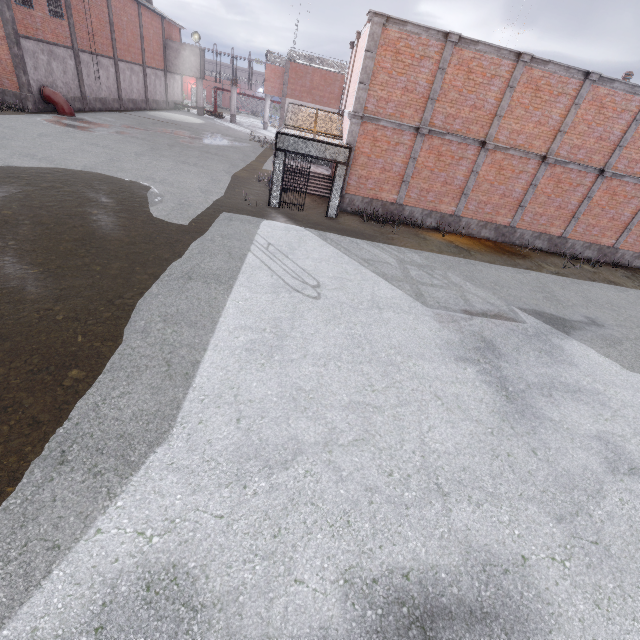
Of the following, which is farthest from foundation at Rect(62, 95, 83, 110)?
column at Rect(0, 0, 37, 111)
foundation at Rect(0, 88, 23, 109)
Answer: foundation at Rect(0, 88, 23, 109)

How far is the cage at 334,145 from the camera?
12.7m

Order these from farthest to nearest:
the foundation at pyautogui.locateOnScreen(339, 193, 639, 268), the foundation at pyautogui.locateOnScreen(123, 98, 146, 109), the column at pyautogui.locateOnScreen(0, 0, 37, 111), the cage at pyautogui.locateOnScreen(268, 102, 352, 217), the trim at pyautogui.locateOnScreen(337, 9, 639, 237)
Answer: the foundation at pyautogui.locateOnScreen(123, 98, 146, 109), the column at pyautogui.locateOnScreen(0, 0, 37, 111), the foundation at pyautogui.locateOnScreen(339, 193, 639, 268), the cage at pyautogui.locateOnScreen(268, 102, 352, 217), the trim at pyautogui.locateOnScreen(337, 9, 639, 237)

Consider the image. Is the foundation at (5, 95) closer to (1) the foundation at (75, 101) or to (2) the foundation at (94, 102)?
(1) the foundation at (75, 101)

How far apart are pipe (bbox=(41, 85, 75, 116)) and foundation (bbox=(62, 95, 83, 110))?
0.1m

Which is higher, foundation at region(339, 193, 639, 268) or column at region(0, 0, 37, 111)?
column at region(0, 0, 37, 111)

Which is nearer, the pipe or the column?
the column

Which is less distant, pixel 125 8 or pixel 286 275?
pixel 286 275
